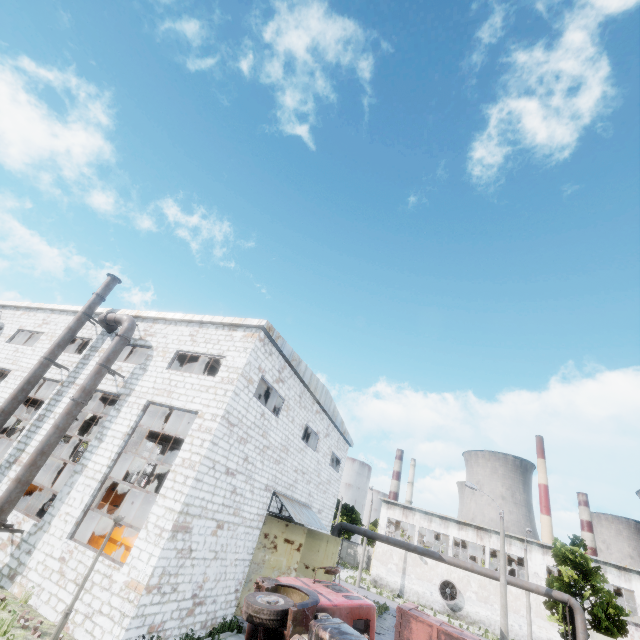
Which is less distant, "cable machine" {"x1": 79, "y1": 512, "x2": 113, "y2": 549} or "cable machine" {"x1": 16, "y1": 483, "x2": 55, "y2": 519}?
"cable machine" {"x1": 79, "y1": 512, "x2": 113, "y2": 549}

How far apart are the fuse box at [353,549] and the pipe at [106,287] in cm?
6066

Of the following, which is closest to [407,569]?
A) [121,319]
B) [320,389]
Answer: [320,389]

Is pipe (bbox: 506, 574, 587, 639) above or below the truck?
above

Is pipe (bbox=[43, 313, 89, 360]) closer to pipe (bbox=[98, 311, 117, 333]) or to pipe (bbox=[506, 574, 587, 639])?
pipe (bbox=[98, 311, 117, 333])

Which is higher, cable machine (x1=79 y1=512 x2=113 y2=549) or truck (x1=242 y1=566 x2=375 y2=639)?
truck (x1=242 y1=566 x2=375 y2=639)

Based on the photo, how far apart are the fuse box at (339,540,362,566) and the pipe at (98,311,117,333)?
60.32m

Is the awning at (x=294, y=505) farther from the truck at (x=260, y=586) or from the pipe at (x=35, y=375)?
the pipe at (x=35, y=375)
